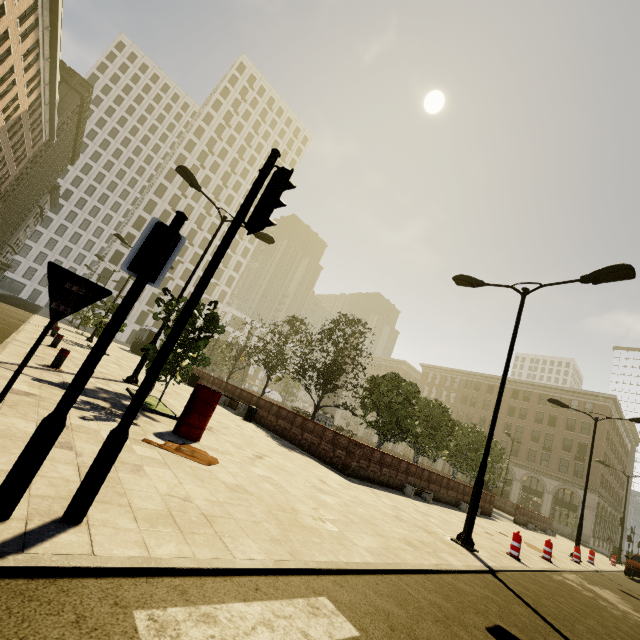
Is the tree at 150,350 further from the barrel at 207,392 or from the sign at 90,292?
the sign at 90,292

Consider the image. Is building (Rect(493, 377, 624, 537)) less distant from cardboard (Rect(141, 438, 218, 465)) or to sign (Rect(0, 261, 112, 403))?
sign (Rect(0, 261, 112, 403))

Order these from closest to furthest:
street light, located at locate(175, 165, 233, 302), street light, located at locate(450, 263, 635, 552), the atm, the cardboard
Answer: the cardboard < street light, located at locate(450, 263, 635, 552) < street light, located at locate(175, 165, 233, 302) < the atm

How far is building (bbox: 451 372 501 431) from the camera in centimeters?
5603cm

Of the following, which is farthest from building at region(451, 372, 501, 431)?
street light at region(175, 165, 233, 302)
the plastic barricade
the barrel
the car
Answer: the barrel

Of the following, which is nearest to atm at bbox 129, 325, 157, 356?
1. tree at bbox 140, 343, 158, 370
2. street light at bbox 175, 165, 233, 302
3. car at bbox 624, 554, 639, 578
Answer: street light at bbox 175, 165, 233, 302

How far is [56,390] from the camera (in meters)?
6.32

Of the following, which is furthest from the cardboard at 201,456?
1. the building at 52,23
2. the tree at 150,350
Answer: the building at 52,23
